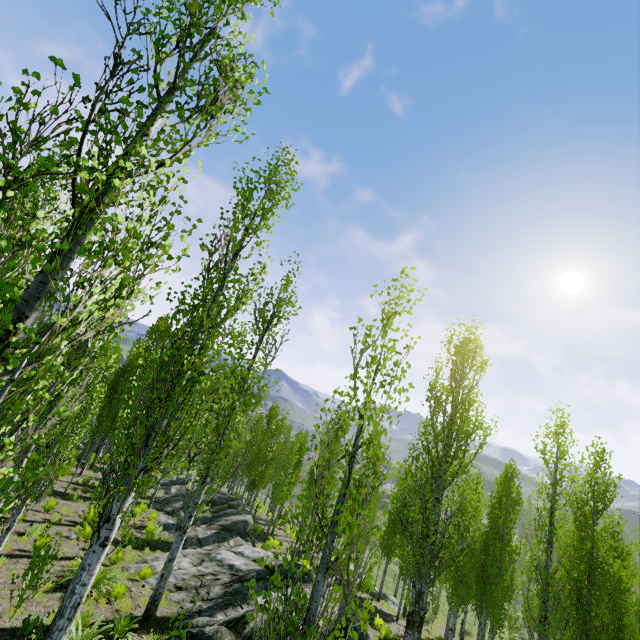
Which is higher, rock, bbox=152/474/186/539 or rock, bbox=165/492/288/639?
rock, bbox=165/492/288/639

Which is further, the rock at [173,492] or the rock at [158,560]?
the rock at [173,492]

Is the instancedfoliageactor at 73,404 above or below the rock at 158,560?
above

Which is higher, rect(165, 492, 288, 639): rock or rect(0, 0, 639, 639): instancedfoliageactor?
rect(0, 0, 639, 639): instancedfoliageactor

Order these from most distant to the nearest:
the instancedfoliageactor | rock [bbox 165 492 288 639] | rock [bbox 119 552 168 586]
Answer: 1. rock [bbox 119 552 168 586]
2. rock [bbox 165 492 288 639]
3. the instancedfoliageactor

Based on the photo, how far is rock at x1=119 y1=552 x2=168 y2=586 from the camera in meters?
12.1

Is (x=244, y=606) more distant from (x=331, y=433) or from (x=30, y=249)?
(x=30, y=249)
